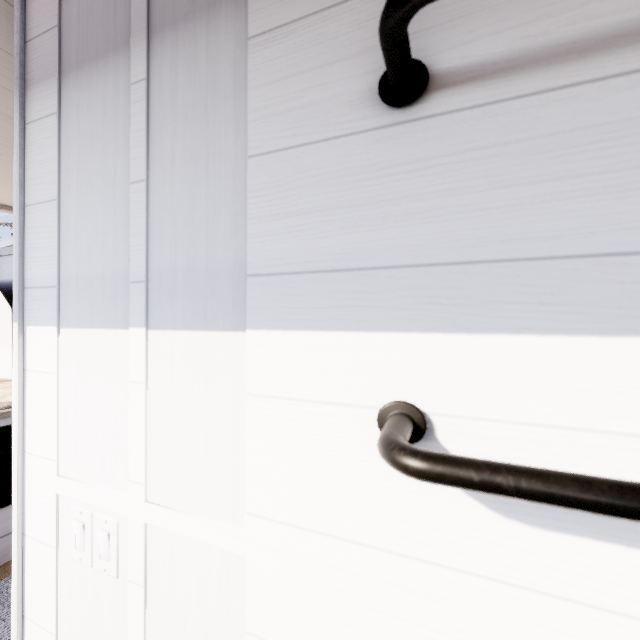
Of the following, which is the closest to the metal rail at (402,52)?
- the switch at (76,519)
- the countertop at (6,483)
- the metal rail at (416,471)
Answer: the metal rail at (416,471)

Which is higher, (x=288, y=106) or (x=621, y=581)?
(x=288, y=106)

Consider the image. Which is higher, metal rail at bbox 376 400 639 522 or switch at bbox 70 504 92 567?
metal rail at bbox 376 400 639 522

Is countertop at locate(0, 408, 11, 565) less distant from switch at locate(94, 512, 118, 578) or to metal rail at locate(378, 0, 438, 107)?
switch at locate(94, 512, 118, 578)

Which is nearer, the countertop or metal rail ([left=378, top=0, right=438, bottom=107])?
metal rail ([left=378, top=0, right=438, bottom=107])

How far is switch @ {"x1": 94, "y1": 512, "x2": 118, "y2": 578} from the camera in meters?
0.7

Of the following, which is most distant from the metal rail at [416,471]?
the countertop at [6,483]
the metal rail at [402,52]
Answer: the countertop at [6,483]
